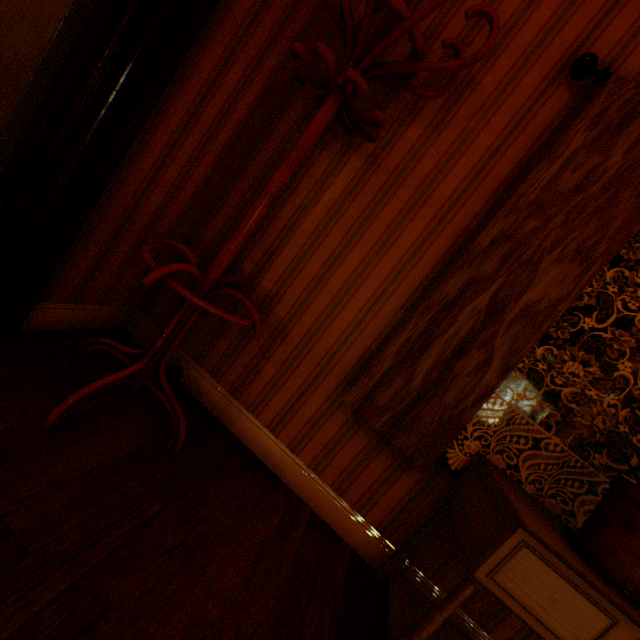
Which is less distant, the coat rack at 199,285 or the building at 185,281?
the coat rack at 199,285

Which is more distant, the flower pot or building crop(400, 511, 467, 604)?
building crop(400, 511, 467, 604)

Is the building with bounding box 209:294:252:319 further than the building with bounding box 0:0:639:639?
Yes

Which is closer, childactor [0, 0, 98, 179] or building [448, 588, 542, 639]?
childactor [0, 0, 98, 179]

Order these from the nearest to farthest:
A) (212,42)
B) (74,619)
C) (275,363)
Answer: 1. (74,619)
2. (212,42)
3. (275,363)

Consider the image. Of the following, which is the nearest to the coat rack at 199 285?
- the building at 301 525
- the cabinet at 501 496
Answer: the building at 301 525

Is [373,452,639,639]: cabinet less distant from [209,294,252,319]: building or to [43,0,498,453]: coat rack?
[209,294,252,319]: building
